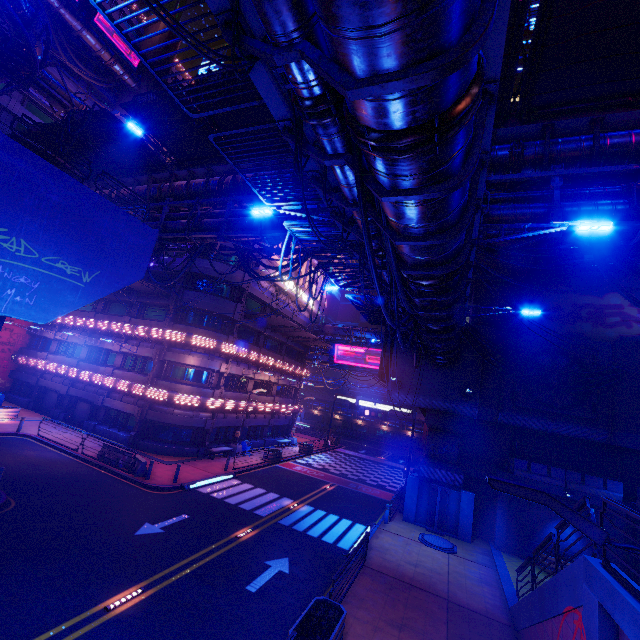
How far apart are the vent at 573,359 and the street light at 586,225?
14.0m

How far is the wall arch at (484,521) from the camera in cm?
2038

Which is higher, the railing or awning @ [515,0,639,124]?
awning @ [515,0,639,124]

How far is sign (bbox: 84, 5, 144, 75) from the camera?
38.8m

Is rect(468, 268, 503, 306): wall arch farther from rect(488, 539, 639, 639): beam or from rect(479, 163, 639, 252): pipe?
rect(479, 163, 639, 252): pipe

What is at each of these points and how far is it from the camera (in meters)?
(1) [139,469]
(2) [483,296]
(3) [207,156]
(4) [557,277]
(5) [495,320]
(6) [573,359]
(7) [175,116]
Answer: (1) fence, 19.05
(2) wall arch, 24.48
(3) awning, 18.86
(4) beam, 23.02
(5) wall arch, 23.72
(6) vent, 20.05
(7) awning, 16.50

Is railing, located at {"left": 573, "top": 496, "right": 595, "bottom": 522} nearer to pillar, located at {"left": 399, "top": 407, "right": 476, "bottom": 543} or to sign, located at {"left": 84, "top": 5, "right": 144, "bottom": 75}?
pillar, located at {"left": 399, "top": 407, "right": 476, "bottom": 543}

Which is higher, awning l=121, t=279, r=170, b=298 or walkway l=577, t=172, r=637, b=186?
walkway l=577, t=172, r=637, b=186
